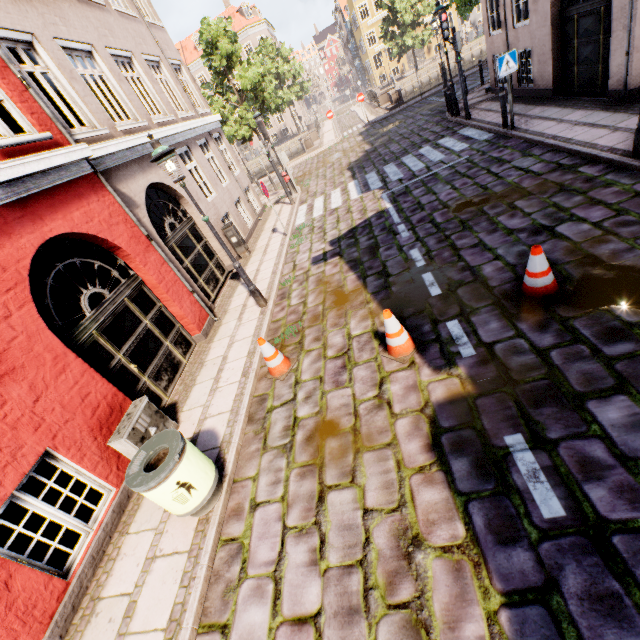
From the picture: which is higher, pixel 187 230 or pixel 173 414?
pixel 187 230

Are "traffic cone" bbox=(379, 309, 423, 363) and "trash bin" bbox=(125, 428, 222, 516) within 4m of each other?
yes

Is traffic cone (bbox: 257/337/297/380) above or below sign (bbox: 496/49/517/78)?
below

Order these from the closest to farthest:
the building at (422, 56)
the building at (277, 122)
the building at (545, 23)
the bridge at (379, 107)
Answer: the building at (545, 23)
the bridge at (379, 107)
the building at (422, 56)
the building at (277, 122)

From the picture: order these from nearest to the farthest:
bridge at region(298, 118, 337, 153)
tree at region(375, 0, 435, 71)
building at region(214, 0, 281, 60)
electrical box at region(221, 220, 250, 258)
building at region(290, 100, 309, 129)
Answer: electrical box at region(221, 220, 250, 258) → bridge at region(298, 118, 337, 153) → tree at region(375, 0, 435, 71) → building at region(214, 0, 281, 60) → building at region(290, 100, 309, 129)

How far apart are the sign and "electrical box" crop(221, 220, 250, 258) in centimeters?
895cm

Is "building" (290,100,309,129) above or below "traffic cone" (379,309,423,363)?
above

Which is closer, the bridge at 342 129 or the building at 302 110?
the bridge at 342 129
